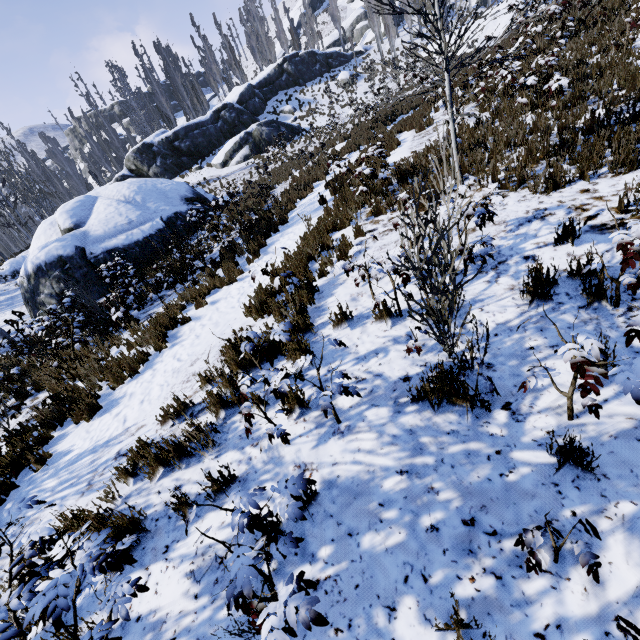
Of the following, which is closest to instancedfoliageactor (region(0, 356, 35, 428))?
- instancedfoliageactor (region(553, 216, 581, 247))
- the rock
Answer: the rock

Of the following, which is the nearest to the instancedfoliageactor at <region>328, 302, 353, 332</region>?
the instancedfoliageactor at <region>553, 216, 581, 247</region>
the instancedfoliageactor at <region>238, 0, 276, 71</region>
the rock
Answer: the instancedfoliageactor at <region>553, 216, 581, 247</region>

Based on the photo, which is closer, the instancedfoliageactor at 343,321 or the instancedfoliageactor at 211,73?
the instancedfoliageactor at 343,321

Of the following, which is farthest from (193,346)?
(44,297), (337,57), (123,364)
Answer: (337,57)

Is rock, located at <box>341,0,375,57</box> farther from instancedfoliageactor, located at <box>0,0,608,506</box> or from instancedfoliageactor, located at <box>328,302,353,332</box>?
instancedfoliageactor, located at <box>328,302,353,332</box>

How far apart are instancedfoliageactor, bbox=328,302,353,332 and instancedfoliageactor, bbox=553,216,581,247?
2.9 meters

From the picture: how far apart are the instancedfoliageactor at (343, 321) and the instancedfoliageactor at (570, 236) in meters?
2.9 m

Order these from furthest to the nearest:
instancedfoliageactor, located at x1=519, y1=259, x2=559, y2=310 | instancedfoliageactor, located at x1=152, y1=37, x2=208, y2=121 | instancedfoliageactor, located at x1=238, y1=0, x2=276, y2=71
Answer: instancedfoliageactor, located at x1=238, y1=0, x2=276, y2=71, instancedfoliageactor, located at x1=152, y1=37, x2=208, y2=121, instancedfoliageactor, located at x1=519, y1=259, x2=559, y2=310
